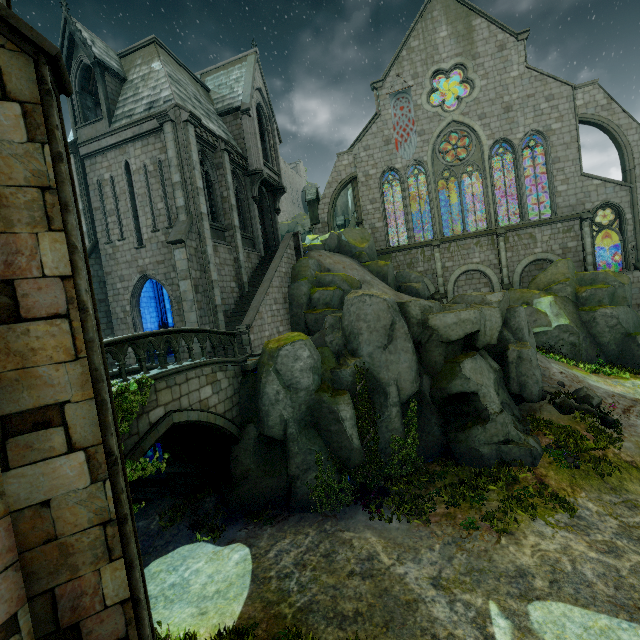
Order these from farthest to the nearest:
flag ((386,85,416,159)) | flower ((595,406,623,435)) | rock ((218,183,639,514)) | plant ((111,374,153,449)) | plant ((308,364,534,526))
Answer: flag ((386,85,416,159)), flower ((595,406,623,435)), rock ((218,183,639,514)), plant ((308,364,534,526)), plant ((111,374,153,449))

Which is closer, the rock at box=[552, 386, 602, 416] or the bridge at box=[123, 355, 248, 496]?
the bridge at box=[123, 355, 248, 496]

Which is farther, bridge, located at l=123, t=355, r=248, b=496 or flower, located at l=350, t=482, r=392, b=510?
flower, located at l=350, t=482, r=392, b=510

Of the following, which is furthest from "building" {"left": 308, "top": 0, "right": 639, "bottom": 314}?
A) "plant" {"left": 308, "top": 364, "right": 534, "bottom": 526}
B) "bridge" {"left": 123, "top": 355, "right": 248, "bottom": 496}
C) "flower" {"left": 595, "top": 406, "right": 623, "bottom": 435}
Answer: "flower" {"left": 595, "top": 406, "right": 623, "bottom": 435}

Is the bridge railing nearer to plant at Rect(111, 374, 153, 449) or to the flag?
plant at Rect(111, 374, 153, 449)

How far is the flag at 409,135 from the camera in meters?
27.2

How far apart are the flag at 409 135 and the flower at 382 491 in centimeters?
2561cm

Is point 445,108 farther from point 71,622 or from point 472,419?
point 71,622
